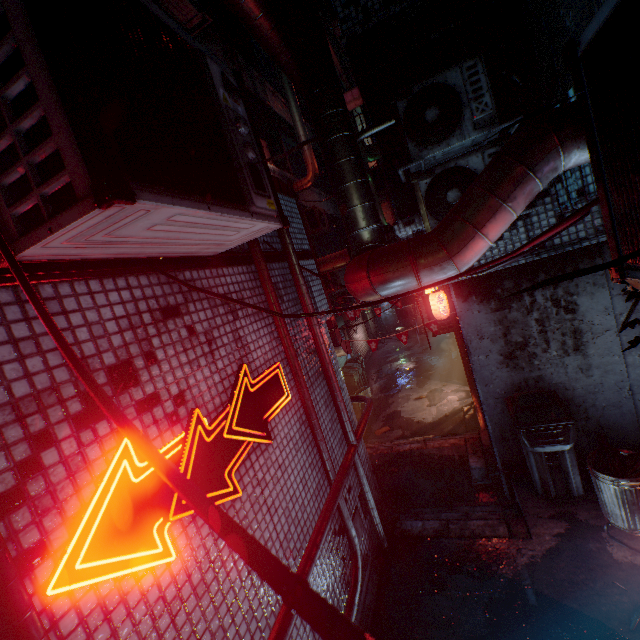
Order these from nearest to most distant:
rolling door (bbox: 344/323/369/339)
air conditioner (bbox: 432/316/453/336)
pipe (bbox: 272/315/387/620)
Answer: pipe (bbox: 272/315/387/620), air conditioner (bbox: 432/316/453/336), rolling door (bbox: 344/323/369/339)

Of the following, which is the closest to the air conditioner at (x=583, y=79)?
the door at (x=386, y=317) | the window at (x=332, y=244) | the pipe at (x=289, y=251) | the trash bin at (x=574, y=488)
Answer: the pipe at (x=289, y=251)

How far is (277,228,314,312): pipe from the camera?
3.0 meters

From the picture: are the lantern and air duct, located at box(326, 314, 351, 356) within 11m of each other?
yes

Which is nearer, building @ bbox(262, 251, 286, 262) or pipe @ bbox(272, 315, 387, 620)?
pipe @ bbox(272, 315, 387, 620)

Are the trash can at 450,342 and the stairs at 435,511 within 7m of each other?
no

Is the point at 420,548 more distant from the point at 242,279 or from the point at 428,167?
the point at 428,167

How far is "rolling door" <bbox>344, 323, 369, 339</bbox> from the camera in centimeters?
1387cm
